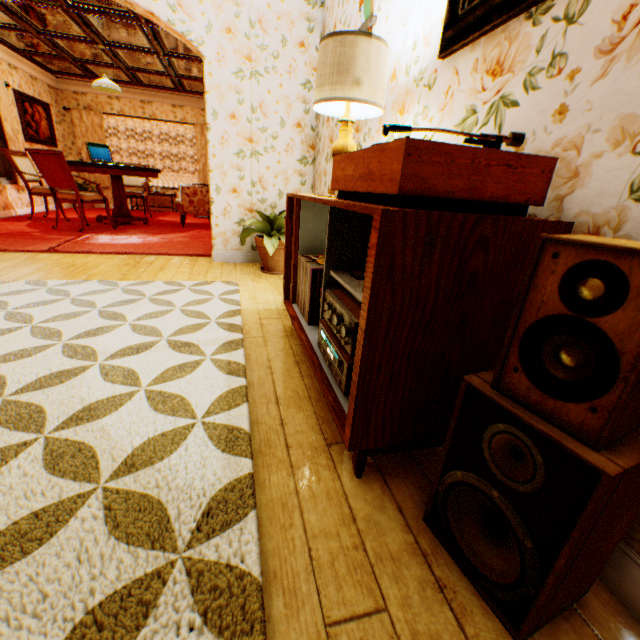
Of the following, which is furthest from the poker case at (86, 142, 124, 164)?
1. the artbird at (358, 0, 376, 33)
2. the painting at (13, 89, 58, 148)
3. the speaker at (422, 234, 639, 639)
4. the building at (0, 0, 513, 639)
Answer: the speaker at (422, 234, 639, 639)

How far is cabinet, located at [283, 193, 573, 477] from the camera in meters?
0.9

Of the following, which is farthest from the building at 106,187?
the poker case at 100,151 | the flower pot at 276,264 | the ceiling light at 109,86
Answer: the ceiling light at 109,86

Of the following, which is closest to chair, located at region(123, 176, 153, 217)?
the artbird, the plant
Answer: the plant

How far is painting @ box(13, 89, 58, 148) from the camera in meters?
7.0

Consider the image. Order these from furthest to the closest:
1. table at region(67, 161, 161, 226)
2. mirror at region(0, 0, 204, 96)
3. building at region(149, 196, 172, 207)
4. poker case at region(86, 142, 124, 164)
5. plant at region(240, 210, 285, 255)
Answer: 1. building at region(149, 196, 172, 207)
2. poker case at region(86, 142, 124, 164)
3. table at region(67, 161, 161, 226)
4. mirror at region(0, 0, 204, 96)
5. plant at region(240, 210, 285, 255)

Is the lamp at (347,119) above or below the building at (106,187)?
above

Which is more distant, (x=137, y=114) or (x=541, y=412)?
(x=137, y=114)
